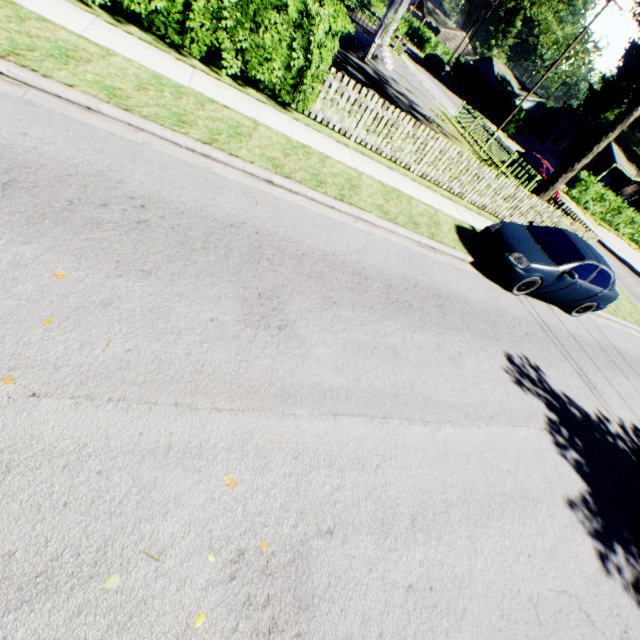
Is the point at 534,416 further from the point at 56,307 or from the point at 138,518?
the point at 56,307

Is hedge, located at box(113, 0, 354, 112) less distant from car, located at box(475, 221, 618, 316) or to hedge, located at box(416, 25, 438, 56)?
car, located at box(475, 221, 618, 316)

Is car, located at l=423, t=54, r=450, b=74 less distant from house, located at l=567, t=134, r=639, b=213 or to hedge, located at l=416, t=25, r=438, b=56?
hedge, located at l=416, t=25, r=438, b=56

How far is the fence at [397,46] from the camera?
32.0 meters

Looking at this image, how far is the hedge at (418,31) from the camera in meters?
57.0

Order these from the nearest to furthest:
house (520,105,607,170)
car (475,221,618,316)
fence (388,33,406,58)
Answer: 1. car (475,221,618,316)
2. fence (388,33,406,58)
3. house (520,105,607,170)

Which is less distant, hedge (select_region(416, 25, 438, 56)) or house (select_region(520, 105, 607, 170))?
house (select_region(520, 105, 607, 170))

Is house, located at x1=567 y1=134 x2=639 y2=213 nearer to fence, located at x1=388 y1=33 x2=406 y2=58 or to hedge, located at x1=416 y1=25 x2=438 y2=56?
hedge, located at x1=416 y1=25 x2=438 y2=56
